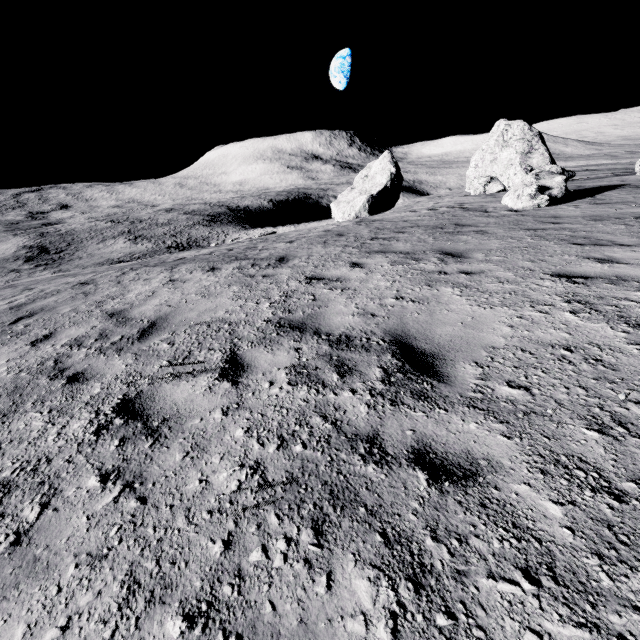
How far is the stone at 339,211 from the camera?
29.1m

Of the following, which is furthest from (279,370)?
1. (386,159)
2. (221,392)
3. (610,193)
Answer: (386,159)

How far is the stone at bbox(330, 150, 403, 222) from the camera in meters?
29.1 m
